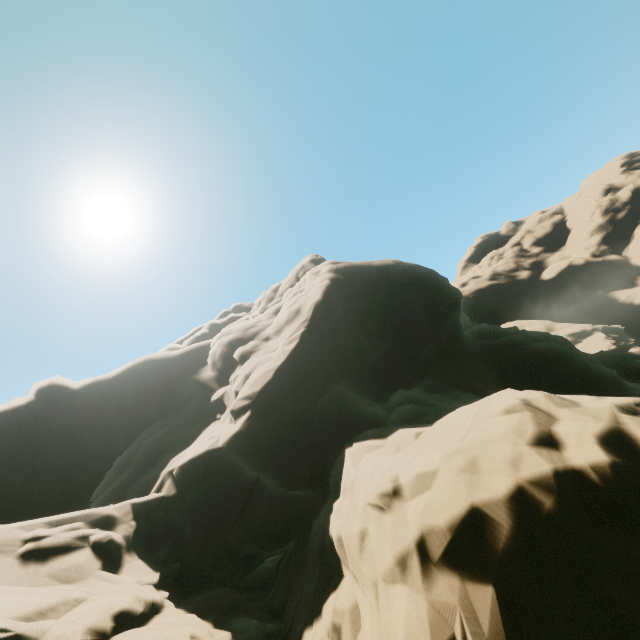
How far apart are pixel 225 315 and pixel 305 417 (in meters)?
35.13
